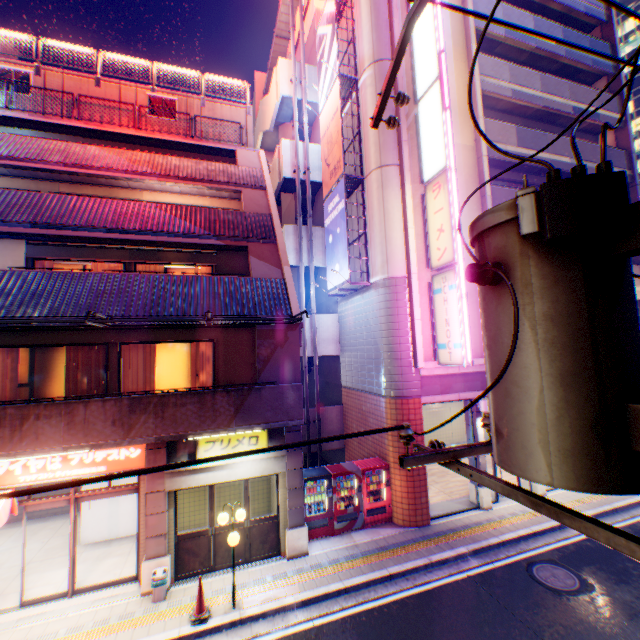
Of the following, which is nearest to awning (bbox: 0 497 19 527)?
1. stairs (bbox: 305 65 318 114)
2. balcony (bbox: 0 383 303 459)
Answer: balcony (bbox: 0 383 303 459)

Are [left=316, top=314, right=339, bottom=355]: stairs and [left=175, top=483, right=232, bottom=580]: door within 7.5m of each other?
yes

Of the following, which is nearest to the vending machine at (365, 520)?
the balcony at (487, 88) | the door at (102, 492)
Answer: the door at (102, 492)

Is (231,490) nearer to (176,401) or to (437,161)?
(176,401)

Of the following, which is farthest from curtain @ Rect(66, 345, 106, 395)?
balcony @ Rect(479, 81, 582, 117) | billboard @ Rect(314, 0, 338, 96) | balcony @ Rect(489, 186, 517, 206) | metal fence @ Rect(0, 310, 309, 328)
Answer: balcony @ Rect(479, 81, 582, 117)

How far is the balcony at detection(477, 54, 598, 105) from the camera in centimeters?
1462cm

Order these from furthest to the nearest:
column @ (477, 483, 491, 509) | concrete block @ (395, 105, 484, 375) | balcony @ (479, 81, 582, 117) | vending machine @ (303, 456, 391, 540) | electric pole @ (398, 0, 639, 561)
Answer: balcony @ (479, 81, 582, 117) → column @ (477, 483, 491, 509) → concrete block @ (395, 105, 484, 375) → vending machine @ (303, 456, 391, 540) → electric pole @ (398, 0, 639, 561)

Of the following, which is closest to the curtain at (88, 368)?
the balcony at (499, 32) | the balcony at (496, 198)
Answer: the balcony at (496, 198)
